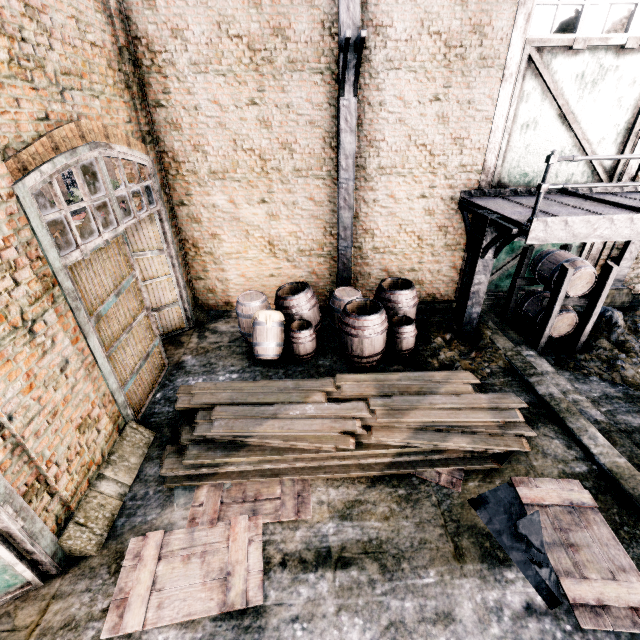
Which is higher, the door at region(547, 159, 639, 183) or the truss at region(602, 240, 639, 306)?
the door at region(547, 159, 639, 183)

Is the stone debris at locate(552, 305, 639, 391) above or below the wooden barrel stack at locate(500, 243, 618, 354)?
below

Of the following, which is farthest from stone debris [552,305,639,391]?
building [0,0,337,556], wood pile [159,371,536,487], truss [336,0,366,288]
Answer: building [0,0,337,556]

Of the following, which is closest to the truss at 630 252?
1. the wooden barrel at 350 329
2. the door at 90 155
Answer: the wooden barrel at 350 329

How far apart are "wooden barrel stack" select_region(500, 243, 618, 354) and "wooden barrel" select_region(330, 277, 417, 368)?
3.8m

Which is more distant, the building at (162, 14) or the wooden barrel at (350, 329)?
the wooden barrel at (350, 329)

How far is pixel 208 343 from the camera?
9.3 meters

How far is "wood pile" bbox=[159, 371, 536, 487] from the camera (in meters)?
5.66
